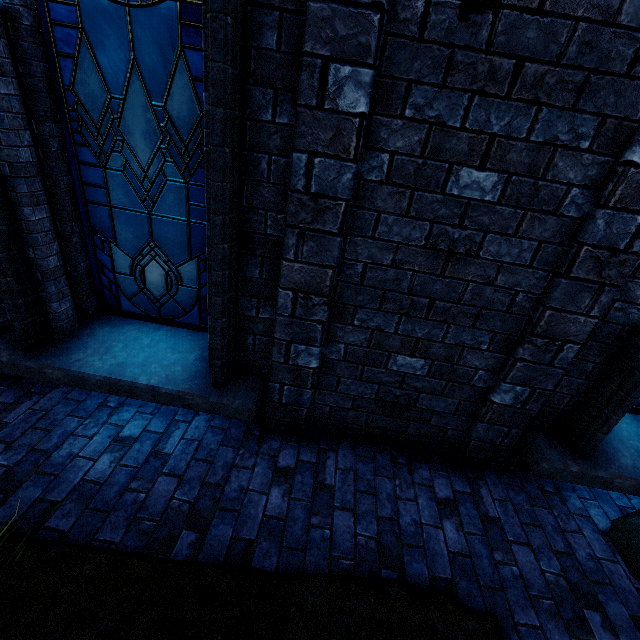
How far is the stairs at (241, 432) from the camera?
3.03m

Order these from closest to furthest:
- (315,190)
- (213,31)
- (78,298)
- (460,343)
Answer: (213,31)
(315,190)
(460,343)
(78,298)

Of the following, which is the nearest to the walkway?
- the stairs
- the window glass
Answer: the stairs

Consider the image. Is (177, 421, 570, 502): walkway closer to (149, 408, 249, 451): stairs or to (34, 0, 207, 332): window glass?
(149, 408, 249, 451): stairs

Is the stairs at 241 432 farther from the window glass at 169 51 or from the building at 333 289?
the window glass at 169 51

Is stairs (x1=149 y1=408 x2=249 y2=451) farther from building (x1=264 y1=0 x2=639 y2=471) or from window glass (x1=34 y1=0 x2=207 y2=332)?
window glass (x1=34 y1=0 x2=207 y2=332)

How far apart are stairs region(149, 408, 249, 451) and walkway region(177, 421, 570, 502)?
0.0 meters
